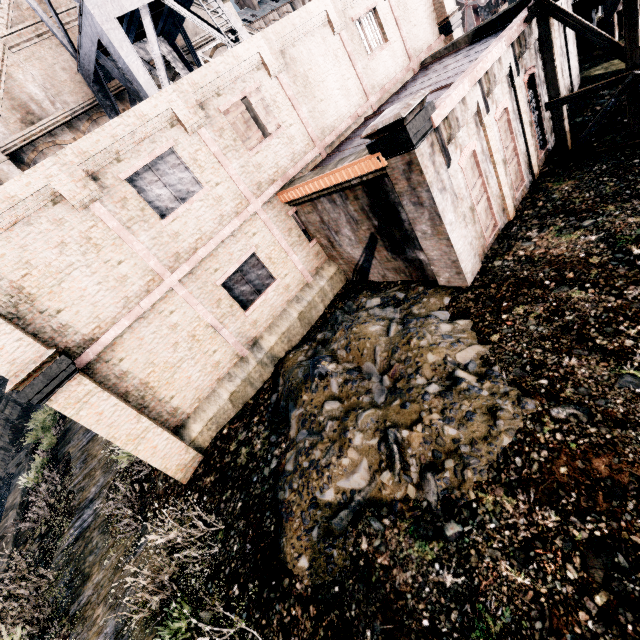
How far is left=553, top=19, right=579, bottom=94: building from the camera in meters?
14.0

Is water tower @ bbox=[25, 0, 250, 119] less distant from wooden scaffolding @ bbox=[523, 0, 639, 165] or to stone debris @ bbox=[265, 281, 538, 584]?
wooden scaffolding @ bbox=[523, 0, 639, 165]

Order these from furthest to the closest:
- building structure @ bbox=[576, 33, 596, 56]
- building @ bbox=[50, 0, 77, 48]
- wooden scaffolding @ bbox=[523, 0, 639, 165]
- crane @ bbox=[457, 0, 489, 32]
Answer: crane @ bbox=[457, 0, 489, 32] → building @ bbox=[50, 0, 77, 48] → building structure @ bbox=[576, 33, 596, 56] → wooden scaffolding @ bbox=[523, 0, 639, 165]

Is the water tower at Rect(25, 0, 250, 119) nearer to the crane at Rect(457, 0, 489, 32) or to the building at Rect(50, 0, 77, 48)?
the building at Rect(50, 0, 77, 48)

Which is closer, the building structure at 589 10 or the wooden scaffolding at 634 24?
the wooden scaffolding at 634 24

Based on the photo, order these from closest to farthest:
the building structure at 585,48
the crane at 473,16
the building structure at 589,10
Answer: the building structure at 589,10 → the building structure at 585,48 → the crane at 473,16

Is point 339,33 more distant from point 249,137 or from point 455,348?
point 455,348

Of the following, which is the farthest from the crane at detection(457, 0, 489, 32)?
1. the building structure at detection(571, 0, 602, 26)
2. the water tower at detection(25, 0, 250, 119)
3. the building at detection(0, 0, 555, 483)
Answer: the water tower at detection(25, 0, 250, 119)
